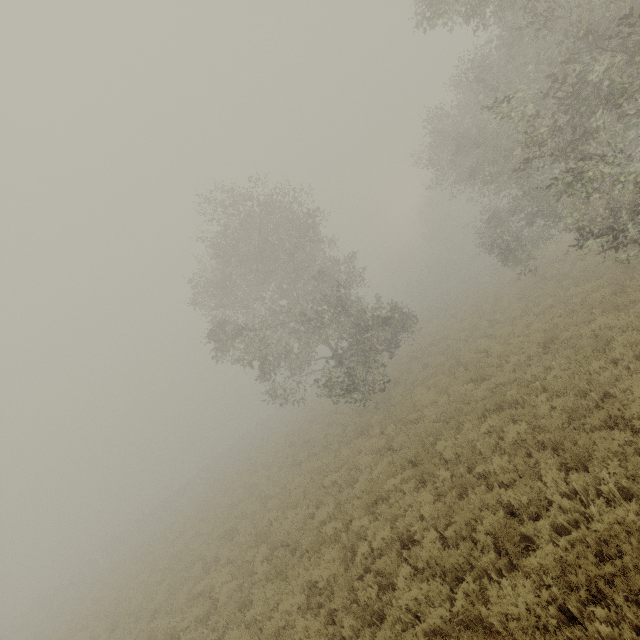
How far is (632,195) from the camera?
14.8 meters
